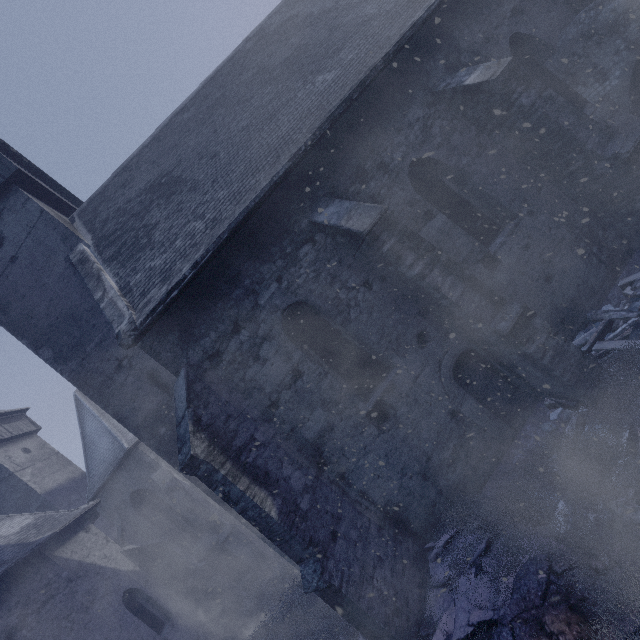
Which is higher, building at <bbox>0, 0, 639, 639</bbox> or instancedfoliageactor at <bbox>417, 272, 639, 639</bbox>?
building at <bbox>0, 0, 639, 639</bbox>

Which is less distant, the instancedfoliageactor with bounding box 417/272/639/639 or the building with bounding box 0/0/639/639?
the instancedfoliageactor with bounding box 417/272/639/639

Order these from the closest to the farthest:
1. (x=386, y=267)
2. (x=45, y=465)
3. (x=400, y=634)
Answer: (x=400, y=634) < (x=386, y=267) < (x=45, y=465)

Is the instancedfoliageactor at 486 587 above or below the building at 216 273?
below

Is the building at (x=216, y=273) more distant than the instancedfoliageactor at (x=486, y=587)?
Yes
